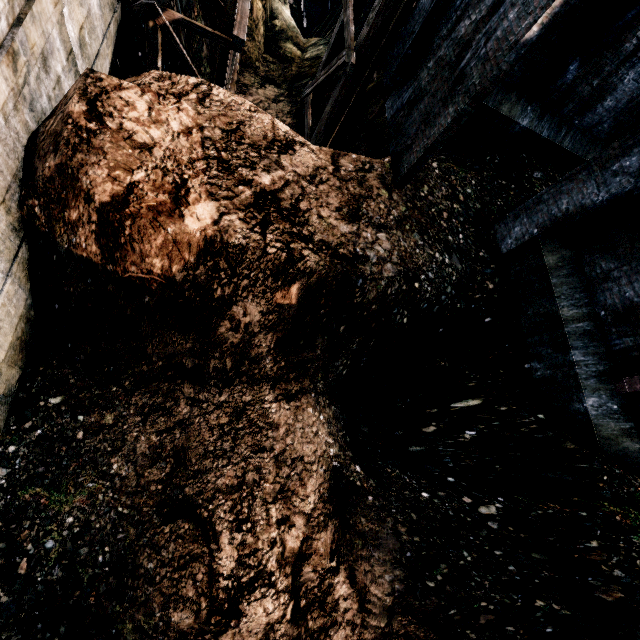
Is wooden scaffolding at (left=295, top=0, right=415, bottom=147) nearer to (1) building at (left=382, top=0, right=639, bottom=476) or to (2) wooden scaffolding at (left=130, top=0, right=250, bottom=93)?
(1) building at (left=382, top=0, right=639, bottom=476)

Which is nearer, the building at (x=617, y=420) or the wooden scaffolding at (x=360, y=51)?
the building at (x=617, y=420)

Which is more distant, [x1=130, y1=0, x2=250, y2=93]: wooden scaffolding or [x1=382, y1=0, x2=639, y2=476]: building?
[x1=130, y1=0, x2=250, y2=93]: wooden scaffolding

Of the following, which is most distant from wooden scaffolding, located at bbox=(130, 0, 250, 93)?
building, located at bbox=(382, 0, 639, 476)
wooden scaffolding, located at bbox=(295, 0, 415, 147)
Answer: building, located at bbox=(382, 0, 639, 476)

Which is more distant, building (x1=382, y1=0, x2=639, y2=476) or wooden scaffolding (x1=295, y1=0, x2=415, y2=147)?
wooden scaffolding (x1=295, y1=0, x2=415, y2=147)

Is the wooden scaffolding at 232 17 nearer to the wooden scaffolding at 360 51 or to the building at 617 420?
the wooden scaffolding at 360 51

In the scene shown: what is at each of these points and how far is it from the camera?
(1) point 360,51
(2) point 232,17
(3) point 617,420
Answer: (1) wooden scaffolding, 9.5m
(2) wooden scaffolding, 9.6m
(3) building, 6.6m
